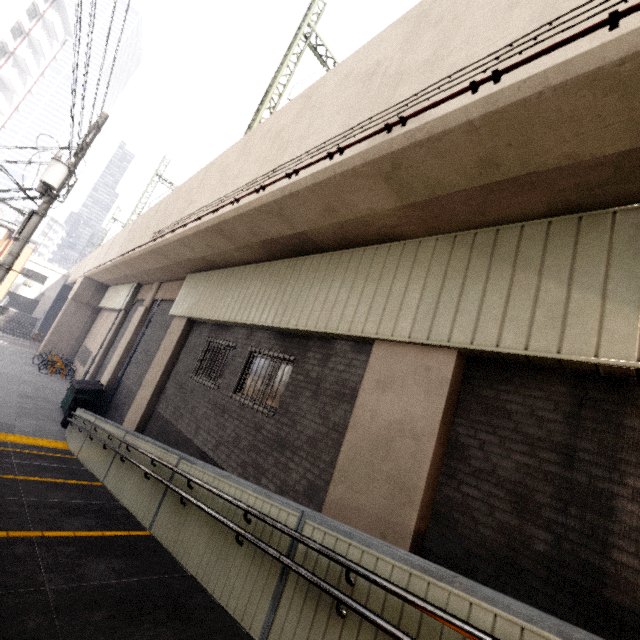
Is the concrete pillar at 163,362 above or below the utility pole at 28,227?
Answer: below

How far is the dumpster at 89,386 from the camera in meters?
13.1 m

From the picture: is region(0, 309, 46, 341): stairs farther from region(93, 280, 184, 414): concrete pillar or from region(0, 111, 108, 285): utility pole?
region(0, 111, 108, 285): utility pole

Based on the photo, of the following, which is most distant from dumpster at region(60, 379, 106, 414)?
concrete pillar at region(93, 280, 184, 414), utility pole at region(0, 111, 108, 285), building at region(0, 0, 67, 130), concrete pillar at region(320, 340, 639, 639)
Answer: building at region(0, 0, 67, 130)

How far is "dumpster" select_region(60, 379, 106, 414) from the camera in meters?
13.1

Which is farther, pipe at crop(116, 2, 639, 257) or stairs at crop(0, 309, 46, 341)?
stairs at crop(0, 309, 46, 341)

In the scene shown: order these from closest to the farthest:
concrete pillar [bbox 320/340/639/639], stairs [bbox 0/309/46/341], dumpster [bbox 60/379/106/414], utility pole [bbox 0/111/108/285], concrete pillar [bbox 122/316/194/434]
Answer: concrete pillar [bbox 320/340/639/639] → utility pole [bbox 0/111/108/285] → concrete pillar [bbox 122/316/194/434] → dumpster [bbox 60/379/106/414] → stairs [bbox 0/309/46/341]

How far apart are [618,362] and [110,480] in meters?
8.9 m
